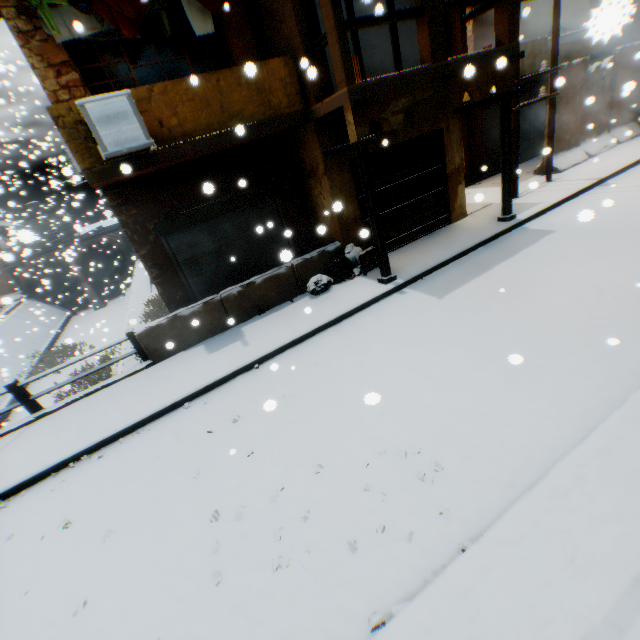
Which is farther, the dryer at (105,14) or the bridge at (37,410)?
the bridge at (37,410)

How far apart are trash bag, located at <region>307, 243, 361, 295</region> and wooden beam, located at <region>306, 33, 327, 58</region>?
4.1 meters

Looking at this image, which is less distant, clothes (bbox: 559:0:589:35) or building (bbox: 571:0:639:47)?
building (bbox: 571:0:639:47)

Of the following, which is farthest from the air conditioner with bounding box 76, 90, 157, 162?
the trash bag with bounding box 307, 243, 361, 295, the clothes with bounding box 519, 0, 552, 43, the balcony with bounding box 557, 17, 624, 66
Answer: the clothes with bounding box 519, 0, 552, 43

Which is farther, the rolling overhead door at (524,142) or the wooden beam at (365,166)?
the rolling overhead door at (524,142)

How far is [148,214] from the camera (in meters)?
7.90

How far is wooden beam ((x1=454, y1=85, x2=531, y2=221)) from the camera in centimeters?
793cm

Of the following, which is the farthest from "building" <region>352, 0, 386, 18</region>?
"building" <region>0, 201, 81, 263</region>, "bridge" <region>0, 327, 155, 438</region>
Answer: "building" <region>0, 201, 81, 263</region>
